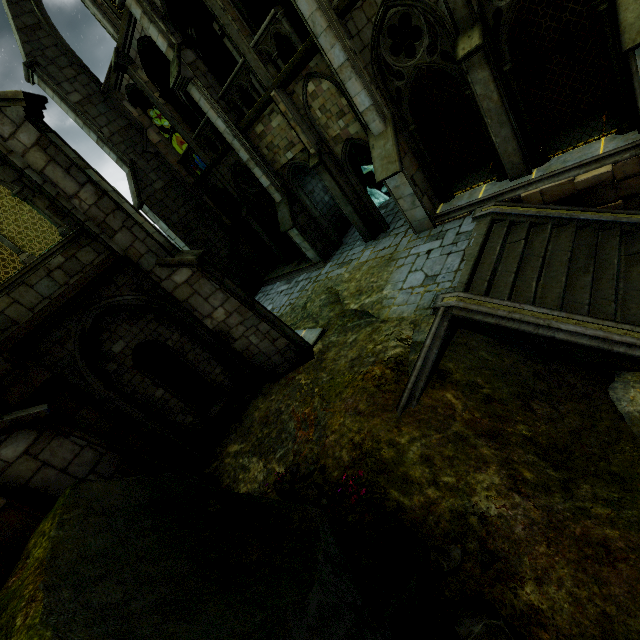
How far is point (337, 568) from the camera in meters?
4.0 m

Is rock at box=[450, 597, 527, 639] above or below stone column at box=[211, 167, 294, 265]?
below

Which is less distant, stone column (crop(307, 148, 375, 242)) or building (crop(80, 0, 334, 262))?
building (crop(80, 0, 334, 262))

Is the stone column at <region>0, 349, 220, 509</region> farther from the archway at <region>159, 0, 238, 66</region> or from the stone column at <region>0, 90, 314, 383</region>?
the archway at <region>159, 0, 238, 66</region>

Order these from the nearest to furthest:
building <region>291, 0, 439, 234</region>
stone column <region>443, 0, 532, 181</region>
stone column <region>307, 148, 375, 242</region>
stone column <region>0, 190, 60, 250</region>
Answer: stone column <region>443, 0, 532, 181</region> → stone column <region>0, 190, 60, 250</region> → building <region>291, 0, 439, 234</region> → stone column <region>307, 148, 375, 242</region>

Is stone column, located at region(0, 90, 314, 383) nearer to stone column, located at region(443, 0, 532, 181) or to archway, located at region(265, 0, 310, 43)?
archway, located at region(265, 0, 310, 43)

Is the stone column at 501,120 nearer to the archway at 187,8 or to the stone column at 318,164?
the archway at 187,8

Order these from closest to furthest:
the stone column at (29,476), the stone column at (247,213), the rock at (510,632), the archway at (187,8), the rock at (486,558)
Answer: the rock at (510,632) → the rock at (486,558) → the stone column at (29,476) → the archway at (187,8) → the stone column at (247,213)
